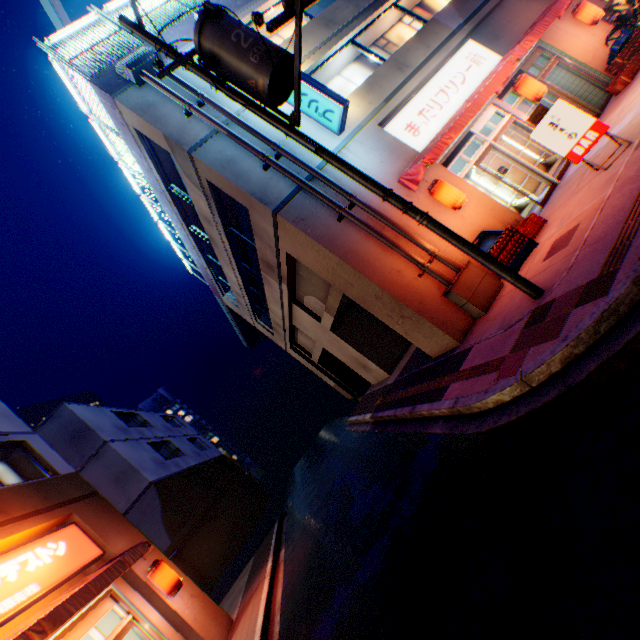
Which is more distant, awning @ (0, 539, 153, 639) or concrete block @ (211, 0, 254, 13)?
concrete block @ (211, 0, 254, 13)

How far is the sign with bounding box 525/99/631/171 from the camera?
6.7 meters

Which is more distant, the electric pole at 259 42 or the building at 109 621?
the building at 109 621

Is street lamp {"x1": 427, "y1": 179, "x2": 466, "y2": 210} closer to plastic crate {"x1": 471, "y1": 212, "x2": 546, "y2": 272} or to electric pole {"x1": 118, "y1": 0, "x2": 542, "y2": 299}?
plastic crate {"x1": 471, "y1": 212, "x2": 546, "y2": 272}

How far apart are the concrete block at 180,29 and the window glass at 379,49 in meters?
3.4 m

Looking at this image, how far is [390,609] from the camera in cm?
383

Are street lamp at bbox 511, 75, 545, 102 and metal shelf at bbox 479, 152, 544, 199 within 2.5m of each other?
yes

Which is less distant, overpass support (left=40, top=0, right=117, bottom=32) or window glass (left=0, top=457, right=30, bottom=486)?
window glass (left=0, top=457, right=30, bottom=486)
